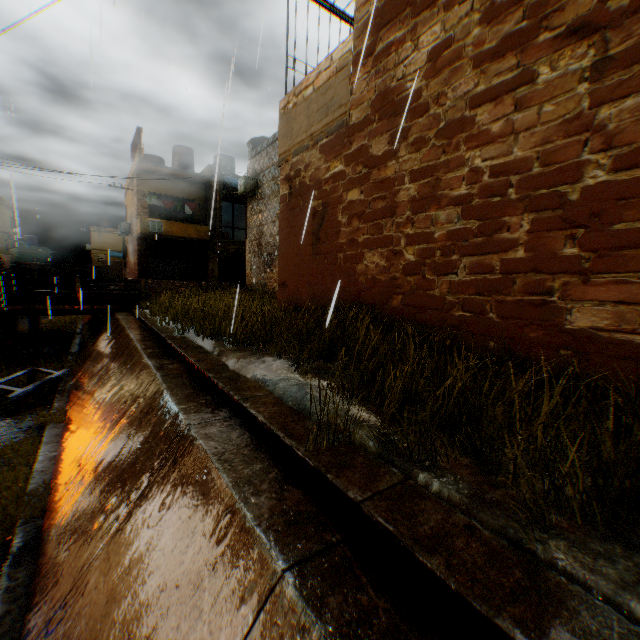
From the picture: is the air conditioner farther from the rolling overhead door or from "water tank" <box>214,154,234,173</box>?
"water tank" <box>214,154,234,173</box>

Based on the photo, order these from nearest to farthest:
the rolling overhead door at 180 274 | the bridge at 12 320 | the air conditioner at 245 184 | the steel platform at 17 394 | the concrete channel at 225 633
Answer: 1. the concrete channel at 225 633
2. the steel platform at 17 394
3. the bridge at 12 320
4. the air conditioner at 245 184
5. the rolling overhead door at 180 274

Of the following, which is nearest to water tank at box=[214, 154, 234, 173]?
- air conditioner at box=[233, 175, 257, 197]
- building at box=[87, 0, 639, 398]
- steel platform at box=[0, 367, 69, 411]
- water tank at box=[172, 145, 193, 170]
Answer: building at box=[87, 0, 639, 398]

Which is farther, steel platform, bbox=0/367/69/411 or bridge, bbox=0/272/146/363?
bridge, bbox=0/272/146/363

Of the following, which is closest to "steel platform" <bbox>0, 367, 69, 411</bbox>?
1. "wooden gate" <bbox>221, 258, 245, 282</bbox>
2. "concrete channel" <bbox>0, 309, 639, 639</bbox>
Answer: "concrete channel" <bbox>0, 309, 639, 639</bbox>

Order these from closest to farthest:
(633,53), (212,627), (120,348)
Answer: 1. (212,627)
2. (633,53)
3. (120,348)

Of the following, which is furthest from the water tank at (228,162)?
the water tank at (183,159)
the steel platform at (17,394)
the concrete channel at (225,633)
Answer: the steel platform at (17,394)

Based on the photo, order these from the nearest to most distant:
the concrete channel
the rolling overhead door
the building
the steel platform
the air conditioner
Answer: the concrete channel < the building < the steel platform < the air conditioner < the rolling overhead door
